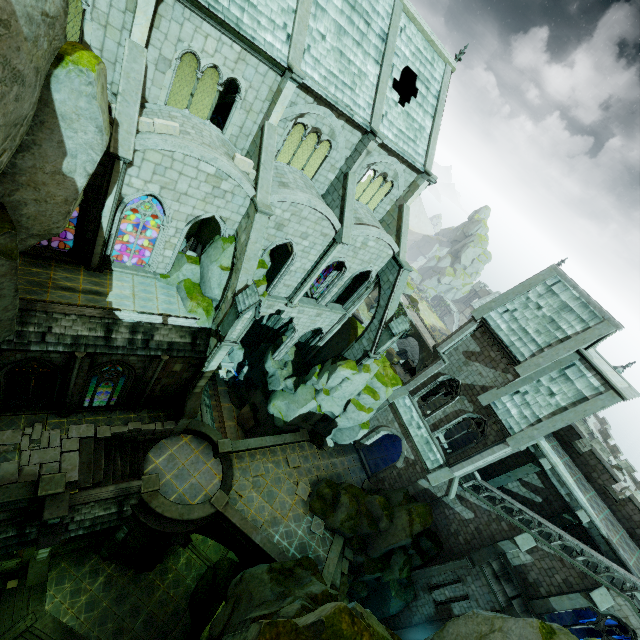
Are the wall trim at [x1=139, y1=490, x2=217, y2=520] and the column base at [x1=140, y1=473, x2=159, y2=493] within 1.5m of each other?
yes

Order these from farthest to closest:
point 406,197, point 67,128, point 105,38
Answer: point 406,197 < point 105,38 < point 67,128

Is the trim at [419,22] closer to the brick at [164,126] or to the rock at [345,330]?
the rock at [345,330]

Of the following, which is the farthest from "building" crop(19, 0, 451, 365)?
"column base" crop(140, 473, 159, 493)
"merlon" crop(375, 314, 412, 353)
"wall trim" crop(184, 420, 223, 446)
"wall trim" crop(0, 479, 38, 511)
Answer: "column base" crop(140, 473, 159, 493)

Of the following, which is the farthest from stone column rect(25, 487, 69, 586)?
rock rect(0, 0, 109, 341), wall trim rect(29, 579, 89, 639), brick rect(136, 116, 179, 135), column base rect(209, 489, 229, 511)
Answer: brick rect(136, 116, 179, 135)

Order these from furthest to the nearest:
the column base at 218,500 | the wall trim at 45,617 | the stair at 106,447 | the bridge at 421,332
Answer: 1. the bridge at 421,332
2. the column base at 218,500
3. the wall trim at 45,617
4. the stair at 106,447

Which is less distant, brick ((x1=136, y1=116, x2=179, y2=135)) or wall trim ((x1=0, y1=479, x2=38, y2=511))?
brick ((x1=136, y1=116, x2=179, y2=135))

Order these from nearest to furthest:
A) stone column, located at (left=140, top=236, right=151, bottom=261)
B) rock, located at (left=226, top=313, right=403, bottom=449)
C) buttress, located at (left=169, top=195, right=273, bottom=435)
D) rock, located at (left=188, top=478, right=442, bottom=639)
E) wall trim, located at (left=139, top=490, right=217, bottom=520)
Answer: rock, located at (left=188, top=478, right=442, bottom=639) < buttress, located at (left=169, top=195, right=273, bottom=435) < wall trim, located at (left=139, top=490, right=217, bottom=520) < rock, located at (left=226, top=313, right=403, bottom=449) < stone column, located at (left=140, top=236, right=151, bottom=261)
